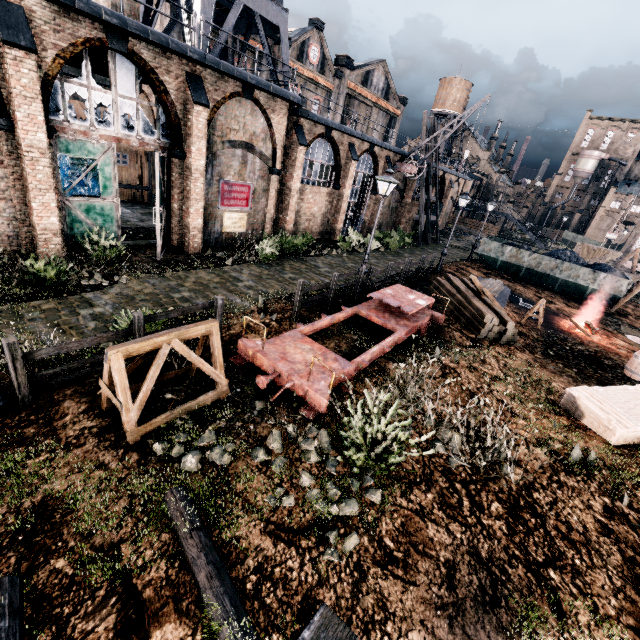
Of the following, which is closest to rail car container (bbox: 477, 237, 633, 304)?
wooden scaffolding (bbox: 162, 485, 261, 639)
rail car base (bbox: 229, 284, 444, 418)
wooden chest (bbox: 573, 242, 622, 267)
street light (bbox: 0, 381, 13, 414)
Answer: wooden chest (bbox: 573, 242, 622, 267)

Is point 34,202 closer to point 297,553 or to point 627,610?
point 297,553

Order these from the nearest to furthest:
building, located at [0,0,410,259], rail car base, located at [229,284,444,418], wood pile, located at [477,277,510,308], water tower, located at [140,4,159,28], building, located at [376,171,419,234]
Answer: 1. rail car base, located at [229,284,444,418]
2. building, located at [0,0,410,259]
3. water tower, located at [140,4,159,28]
4. wood pile, located at [477,277,510,308]
5. building, located at [376,171,419,234]

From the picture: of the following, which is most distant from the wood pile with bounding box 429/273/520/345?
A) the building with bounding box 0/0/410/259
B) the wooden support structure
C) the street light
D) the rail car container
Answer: the street light

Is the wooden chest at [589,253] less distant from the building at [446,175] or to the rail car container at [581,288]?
the rail car container at [581,288]

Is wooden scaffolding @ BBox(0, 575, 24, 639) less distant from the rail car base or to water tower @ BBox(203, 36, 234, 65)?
the rail car base

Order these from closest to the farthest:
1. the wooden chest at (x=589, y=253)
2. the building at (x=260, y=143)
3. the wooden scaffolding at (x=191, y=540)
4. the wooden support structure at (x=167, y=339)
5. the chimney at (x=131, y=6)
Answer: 1. the wooden scaffolding at (x=191, y=540)
2. the wooden support structure at (x=167, y=339)
3. the building at (x=260, y=143)
4. the chimney at (x=131, y=6)
5. the wooden chest at (x=589, y=253)

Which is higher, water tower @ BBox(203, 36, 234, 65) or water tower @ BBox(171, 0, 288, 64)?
water tower @ BBox(171, 0, 288, 64)
